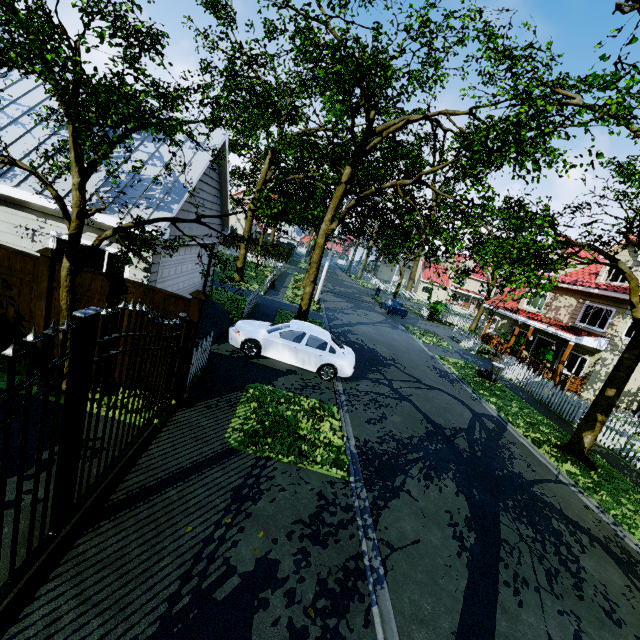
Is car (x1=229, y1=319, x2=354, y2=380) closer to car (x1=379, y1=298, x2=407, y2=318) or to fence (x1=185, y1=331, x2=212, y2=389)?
fence (x1=185, y1=331, x2=212, y2=389)

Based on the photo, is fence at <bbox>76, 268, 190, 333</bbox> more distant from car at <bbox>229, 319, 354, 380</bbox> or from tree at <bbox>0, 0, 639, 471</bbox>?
car at <bbox>229, 319, 354, 380</bbox>

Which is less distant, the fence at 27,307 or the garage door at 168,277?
the fence at 27,307

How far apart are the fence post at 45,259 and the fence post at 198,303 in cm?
267

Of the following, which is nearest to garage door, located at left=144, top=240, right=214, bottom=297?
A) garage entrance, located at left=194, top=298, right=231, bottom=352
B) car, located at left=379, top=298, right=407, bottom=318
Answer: garage entrance, located at left=194, top=298, right=231, bottom=352

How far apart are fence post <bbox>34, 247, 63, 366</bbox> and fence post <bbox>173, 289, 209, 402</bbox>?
2.7m

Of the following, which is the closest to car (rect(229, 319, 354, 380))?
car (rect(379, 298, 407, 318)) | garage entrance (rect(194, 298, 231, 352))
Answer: garage entrance (rect(194, 298, 231, 352))

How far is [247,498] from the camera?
5.4 meters
